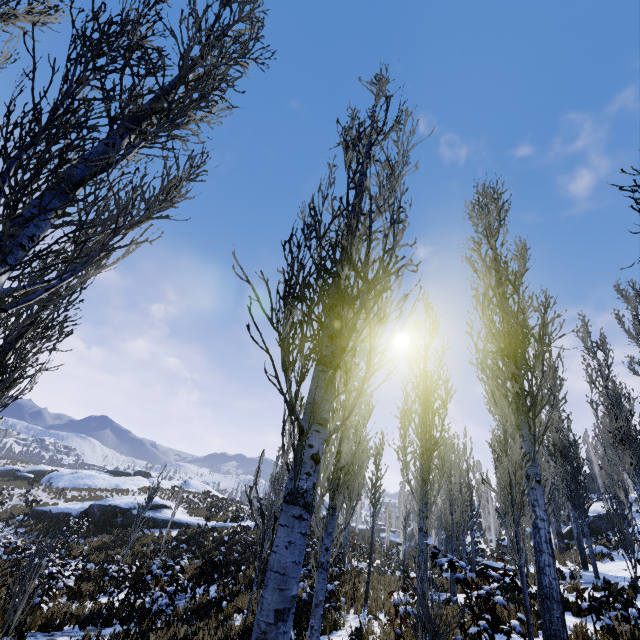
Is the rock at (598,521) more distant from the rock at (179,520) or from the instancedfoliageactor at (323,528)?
the rock at (179,520)

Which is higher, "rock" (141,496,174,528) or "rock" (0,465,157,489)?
"rock" (0,465,157,489)

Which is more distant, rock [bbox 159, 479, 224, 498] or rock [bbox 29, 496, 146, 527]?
rock [bbox 159, 479, 224, 498]

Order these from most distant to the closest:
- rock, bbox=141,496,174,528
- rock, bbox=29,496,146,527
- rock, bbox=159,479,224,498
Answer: rock, bbox=159,479,224,498, rock, bbox=141,496,174,528, rock, bbox=29,496,146,527

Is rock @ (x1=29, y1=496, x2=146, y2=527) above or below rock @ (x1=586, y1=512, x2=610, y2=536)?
below

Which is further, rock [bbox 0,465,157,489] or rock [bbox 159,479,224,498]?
rock [bbox 159,479,224,498]

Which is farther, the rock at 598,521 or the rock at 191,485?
the rock at 191,485

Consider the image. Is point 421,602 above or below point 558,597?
below
